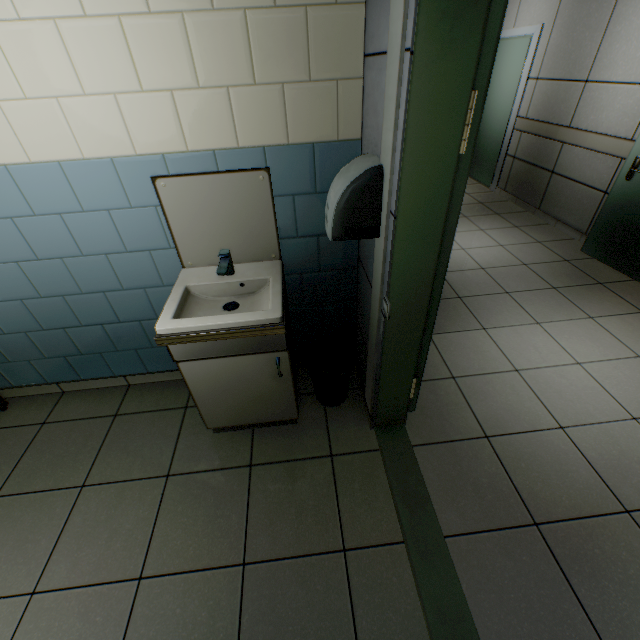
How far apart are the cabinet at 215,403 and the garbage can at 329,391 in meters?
0.2 m

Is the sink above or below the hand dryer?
below

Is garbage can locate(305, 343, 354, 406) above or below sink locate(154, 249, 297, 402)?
below

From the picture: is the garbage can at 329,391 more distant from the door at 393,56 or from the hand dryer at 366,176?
the hand dryer at 366,176

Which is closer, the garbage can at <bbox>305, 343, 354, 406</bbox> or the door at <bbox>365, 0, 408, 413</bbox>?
the door at <bbox>365, 0, 408, 413</bbox>

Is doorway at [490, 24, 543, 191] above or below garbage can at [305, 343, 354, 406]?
above

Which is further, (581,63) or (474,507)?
(581,63)

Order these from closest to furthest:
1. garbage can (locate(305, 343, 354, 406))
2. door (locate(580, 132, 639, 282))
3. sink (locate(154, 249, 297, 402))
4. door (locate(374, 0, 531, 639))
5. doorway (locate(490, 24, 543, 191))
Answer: door (locate(374, 0, 531, 639)) → sink (locate(154, 249, 297, 402)) → garbage can (locate(305, 343, 354, 406)) → door (locate(580, 132, 639, 282)) → doorway (locate(490, 24, 543, 191))
